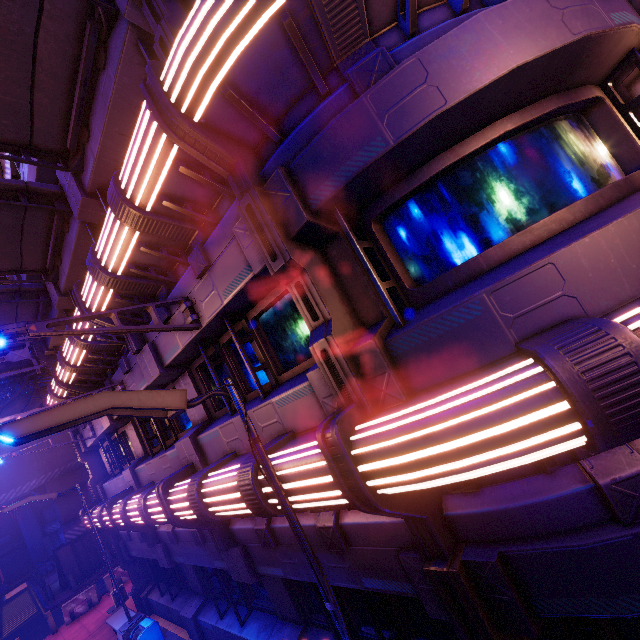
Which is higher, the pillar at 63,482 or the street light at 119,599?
the pillar at 63,482

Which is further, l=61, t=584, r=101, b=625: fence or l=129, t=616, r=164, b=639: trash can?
l=61, t=584, r=101, b=625: fence

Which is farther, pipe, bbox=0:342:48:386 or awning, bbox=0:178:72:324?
pipe, bbox=0:342:48:386

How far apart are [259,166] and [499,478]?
4.69m

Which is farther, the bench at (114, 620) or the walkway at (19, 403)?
the walkway at (19, 403)

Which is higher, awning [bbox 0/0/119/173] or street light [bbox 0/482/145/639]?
awning [bbox 0/0/119/173]

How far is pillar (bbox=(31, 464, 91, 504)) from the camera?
23.9 meters

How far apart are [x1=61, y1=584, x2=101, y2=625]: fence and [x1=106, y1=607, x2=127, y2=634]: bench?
6.3m
